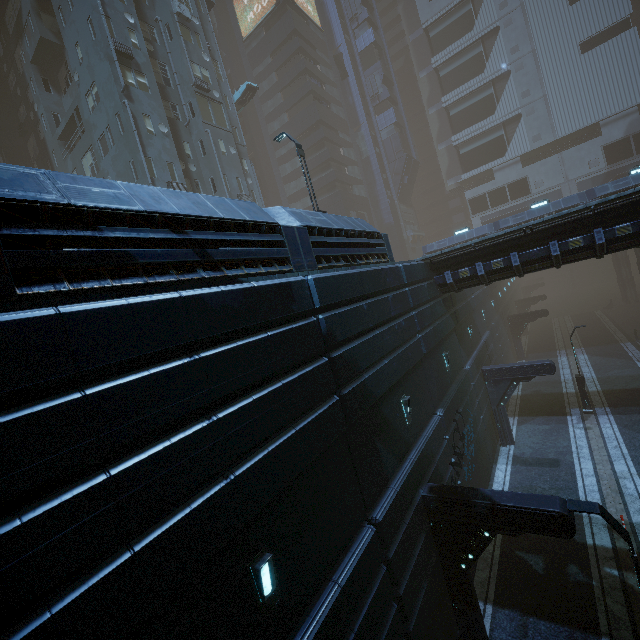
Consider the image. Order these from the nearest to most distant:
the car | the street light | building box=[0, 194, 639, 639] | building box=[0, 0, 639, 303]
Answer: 1. building box=[0, 194, 639, 639]
2. building box=[0, 0, 639, 303]
3. the street light
4. the car

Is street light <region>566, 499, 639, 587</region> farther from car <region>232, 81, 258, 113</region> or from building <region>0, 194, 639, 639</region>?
car <region>232, 81, 258, 113</region>

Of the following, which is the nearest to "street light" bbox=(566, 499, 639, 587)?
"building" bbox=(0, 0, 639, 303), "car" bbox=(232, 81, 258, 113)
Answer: "building" bbox=(0, 0, 639, 303)

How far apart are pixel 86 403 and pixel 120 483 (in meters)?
0.99

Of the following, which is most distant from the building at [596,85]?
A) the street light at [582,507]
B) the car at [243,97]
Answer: the car at [243,97]

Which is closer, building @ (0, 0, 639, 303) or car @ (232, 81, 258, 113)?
building @ (0, 0, 639, 303)
